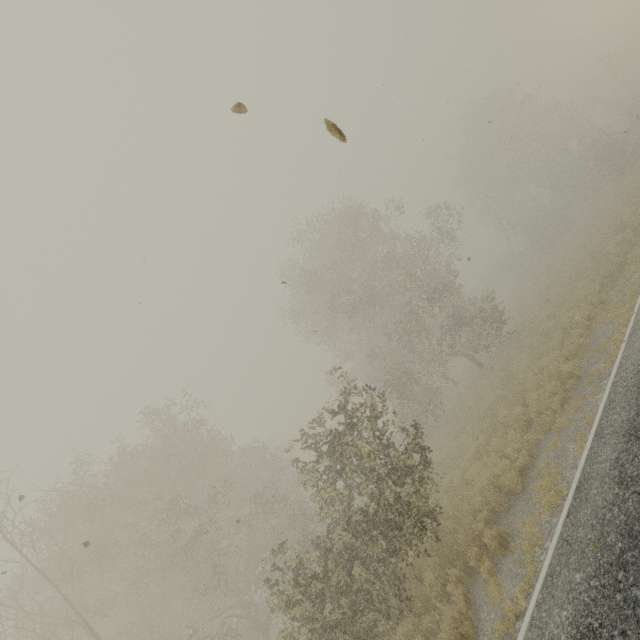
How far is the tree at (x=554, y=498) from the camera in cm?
628

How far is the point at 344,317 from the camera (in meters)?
21.66

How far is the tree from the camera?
6.28m
